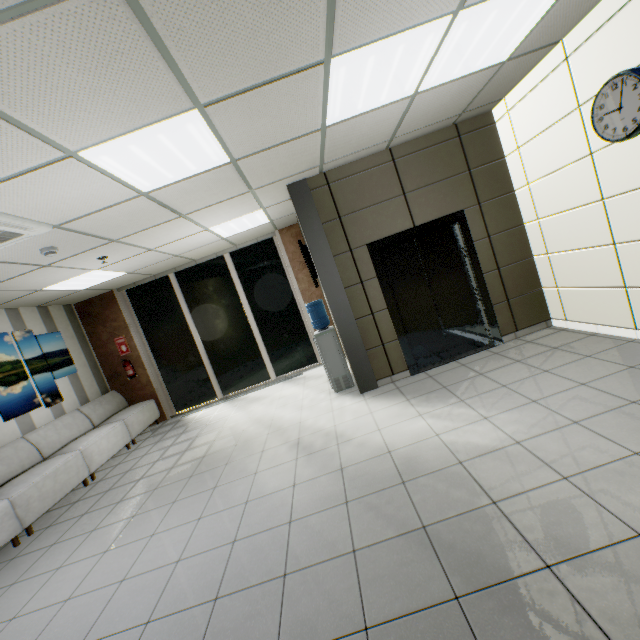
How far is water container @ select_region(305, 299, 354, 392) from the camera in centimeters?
521cm

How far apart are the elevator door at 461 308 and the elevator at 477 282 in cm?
0

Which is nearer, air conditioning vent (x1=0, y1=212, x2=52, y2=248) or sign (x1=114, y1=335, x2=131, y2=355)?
air conditioning vent (x1=0, y1=212, x2=52, y2=248)

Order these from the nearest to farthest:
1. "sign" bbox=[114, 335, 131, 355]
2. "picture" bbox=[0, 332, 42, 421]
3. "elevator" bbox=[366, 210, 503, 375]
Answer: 1. "elevator" bbox=[366, 210, 503, 375]
2. "picture" bbox=[0, 332, 42, 421]
3. "sign" bbox=[114, 335, 131, 355]

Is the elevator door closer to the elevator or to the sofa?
the elevator

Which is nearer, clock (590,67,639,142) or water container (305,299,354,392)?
clock (590,67,639,142)

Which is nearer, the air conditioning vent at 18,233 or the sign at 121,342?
the air conditioning vent at 18,233

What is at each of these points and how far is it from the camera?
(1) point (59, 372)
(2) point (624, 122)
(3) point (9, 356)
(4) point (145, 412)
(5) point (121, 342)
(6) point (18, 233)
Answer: (1) picture, 6.4 meters
(2) clock, 2.9 meters
(3) picture, 5.5 meters
(4) sofa, 7.1 meters
(5) sign, 7.5 meters
(6) air conditioning vent, 3.1 meters
